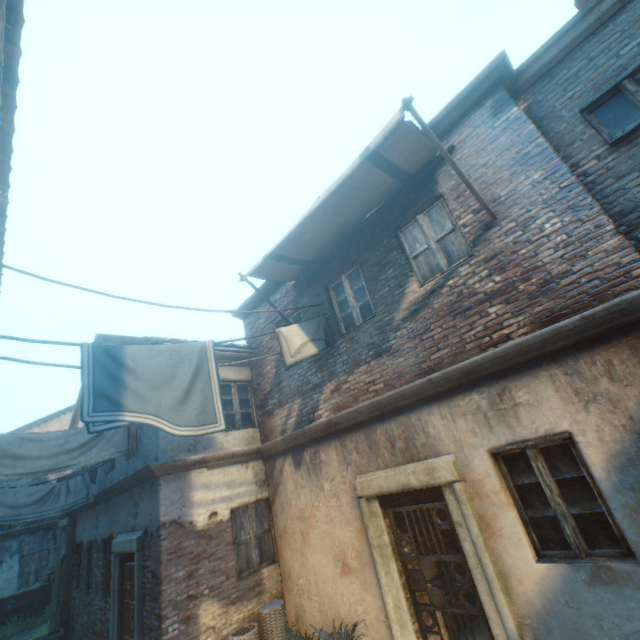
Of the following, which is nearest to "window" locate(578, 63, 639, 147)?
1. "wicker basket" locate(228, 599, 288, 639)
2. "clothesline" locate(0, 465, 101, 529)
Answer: "wicker basket" locate(228, 599, 288, 639)

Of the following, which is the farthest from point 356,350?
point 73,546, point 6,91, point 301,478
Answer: point 73,546

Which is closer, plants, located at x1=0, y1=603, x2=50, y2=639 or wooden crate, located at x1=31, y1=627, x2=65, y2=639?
wooden crate, located at x1=31, y1=627, x2=65, y2=639

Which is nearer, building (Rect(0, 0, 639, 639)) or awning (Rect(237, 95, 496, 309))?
building (Rect(0, 0, 639, 639))

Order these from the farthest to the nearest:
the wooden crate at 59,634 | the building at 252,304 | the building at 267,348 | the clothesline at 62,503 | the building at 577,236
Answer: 1. the wooden crate at 59,634
2. the building at 252,304
3. the building at 267,348
4. the clothesline at 62,503
5. the building at 577,236

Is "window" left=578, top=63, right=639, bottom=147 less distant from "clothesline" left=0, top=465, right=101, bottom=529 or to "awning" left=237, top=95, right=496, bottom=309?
"awning" left=237, top=95, right=496, bottom=309

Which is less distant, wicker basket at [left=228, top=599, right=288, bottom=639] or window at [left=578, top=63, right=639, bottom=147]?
window at [left=578, top=63, right=639, bottom=147]

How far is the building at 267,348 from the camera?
8.5 meters
